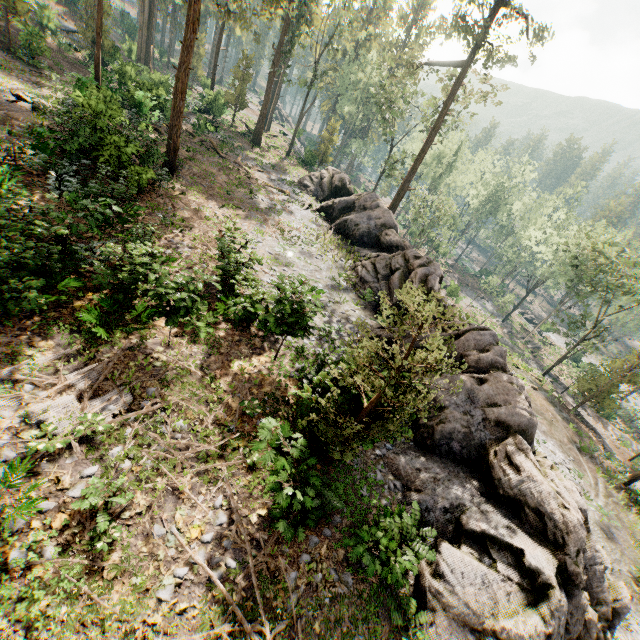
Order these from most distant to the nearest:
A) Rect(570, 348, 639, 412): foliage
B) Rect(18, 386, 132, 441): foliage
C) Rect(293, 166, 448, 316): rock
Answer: Rect(570, 348, 639, 412): foliage → Rect(293, 166, 448, 316): rock → Rect(18, 386, 132, 441): foliage

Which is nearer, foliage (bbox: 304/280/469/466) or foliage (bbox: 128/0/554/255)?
foliage (bbox: 304/280/469/466)

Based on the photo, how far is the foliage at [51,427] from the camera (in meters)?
7.17

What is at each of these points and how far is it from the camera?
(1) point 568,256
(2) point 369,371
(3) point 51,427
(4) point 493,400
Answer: (1) foliage, 44.2 meters
(2) foliage, 7.2 meters
(3) foliage, 7.1 meters
(4) rock, 11.1 meters

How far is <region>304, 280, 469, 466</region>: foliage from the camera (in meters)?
6.65

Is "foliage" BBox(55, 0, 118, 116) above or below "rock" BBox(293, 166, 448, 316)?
above

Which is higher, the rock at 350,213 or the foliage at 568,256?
the foliage at 568,256
